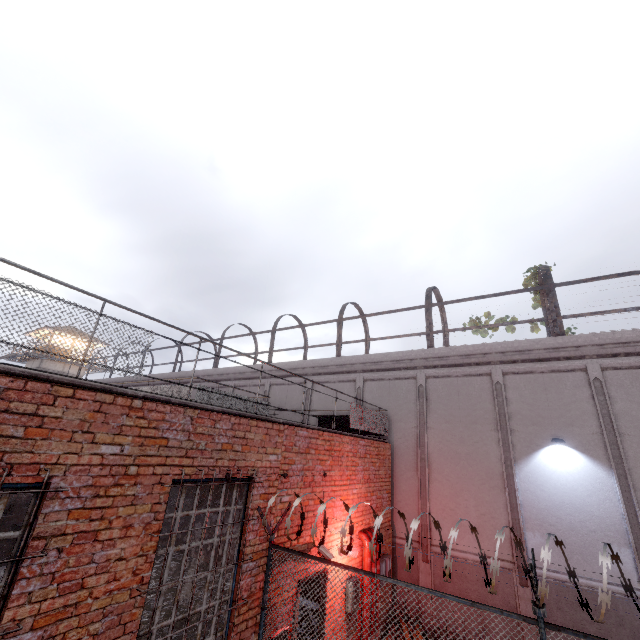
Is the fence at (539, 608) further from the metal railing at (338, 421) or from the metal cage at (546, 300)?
the metal cage at (546, 300)

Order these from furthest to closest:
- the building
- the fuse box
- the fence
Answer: the building → the fuse box → the fence

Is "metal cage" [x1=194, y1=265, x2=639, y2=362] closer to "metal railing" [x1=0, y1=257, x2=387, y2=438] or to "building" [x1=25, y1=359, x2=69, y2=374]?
"metal railing" [x1=0, y1=257, x2=387, y2=438]

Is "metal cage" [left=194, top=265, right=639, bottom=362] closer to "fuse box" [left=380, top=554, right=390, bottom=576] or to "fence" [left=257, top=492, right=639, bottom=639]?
"fence" [left=257, top=492, right=639, bottom=639]

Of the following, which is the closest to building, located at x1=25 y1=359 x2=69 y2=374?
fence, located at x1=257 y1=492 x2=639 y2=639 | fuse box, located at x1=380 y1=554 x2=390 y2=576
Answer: fence, located at x1=257 y1=492 x2=639 y2=639

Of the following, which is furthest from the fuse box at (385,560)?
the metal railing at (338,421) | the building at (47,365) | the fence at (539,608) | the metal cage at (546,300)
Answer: the building at (47,365)

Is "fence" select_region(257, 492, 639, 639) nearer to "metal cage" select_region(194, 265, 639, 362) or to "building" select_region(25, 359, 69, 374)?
"metal cage" select_region(194, 265, 639, 362)

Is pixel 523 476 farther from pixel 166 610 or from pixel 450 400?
pixel 166 610
